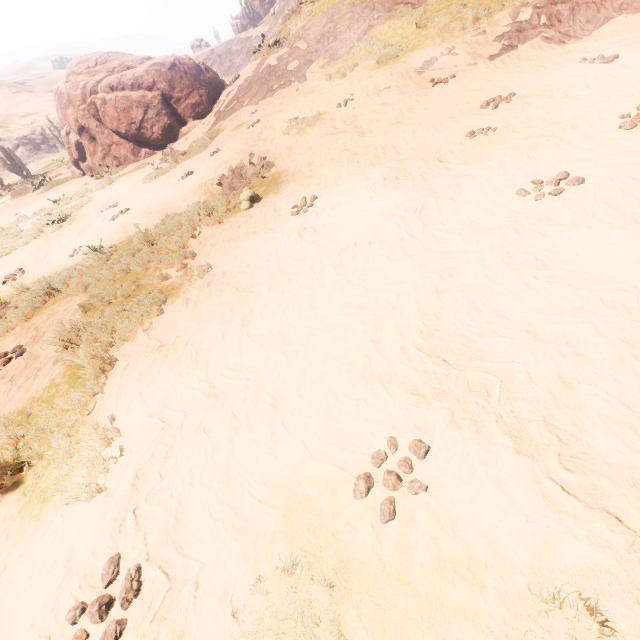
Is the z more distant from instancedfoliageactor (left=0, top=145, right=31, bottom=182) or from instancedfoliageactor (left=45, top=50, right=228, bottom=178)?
instancedfoliageactor (left=0, top=145, right=31, bottom=182)

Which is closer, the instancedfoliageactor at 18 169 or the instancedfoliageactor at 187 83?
the instancedfoliageactor at 187 83

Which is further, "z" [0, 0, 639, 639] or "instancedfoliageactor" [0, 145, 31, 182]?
"instancedfoliageactor" [0, 145, 31, 182]

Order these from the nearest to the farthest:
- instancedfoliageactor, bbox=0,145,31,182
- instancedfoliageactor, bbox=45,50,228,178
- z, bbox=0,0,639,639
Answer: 1. z, bbox=0,0,639,639
2. instancedfoliageactor, bbox=45,50,228,178
3. instancedfoliageactor, bbox=0,145,31,182

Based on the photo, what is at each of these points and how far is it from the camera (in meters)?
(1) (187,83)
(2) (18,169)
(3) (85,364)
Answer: (1) instancedfoliageactor, 15.23
(2) instancedfoliageactor, 28.12
(3) z, 4.09

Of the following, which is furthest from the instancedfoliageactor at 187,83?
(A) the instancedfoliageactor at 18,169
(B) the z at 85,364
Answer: (A) the instancedfoliageactor at 18,169

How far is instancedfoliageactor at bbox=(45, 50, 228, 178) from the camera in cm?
→ 1508
